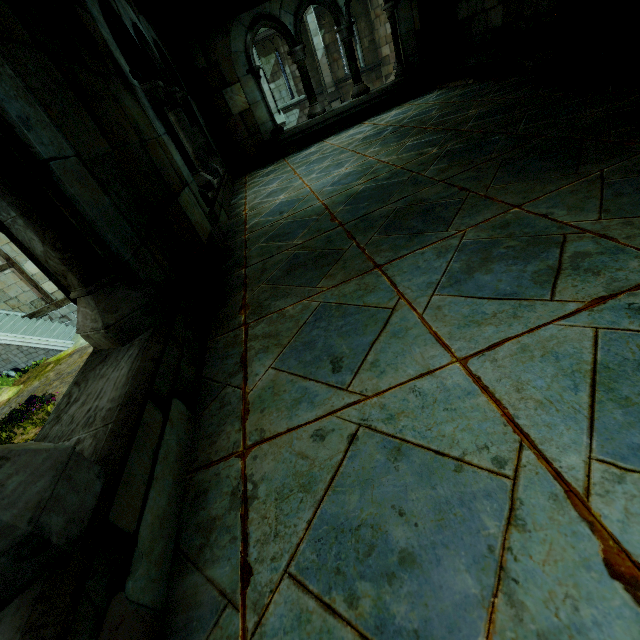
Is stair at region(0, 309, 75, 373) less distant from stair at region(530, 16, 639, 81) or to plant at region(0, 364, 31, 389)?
plant at region(0, 364, 31, 389)

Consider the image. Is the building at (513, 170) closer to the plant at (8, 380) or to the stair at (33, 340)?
the stair at (33, 340)

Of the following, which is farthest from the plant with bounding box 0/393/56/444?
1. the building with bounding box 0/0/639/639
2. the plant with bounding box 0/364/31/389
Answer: the building with bounding box 0/0/639/639

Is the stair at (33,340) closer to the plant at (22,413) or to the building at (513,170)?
the plant at (22,413)

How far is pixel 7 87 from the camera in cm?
114

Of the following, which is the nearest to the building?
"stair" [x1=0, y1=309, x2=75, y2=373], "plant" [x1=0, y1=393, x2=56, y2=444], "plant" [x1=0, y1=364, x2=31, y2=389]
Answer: "plant" [x1=0, y1=393, x2=56, y2=444]

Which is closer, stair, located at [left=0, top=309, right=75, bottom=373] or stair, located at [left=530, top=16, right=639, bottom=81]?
stair, located at [left=530, top=16, right=639, bottom=81]

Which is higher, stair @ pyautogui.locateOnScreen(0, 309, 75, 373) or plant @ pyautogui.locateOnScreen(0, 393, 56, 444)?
Result: stair @ pyautogui.locateOnScreen(0, 309, 75, 373)
